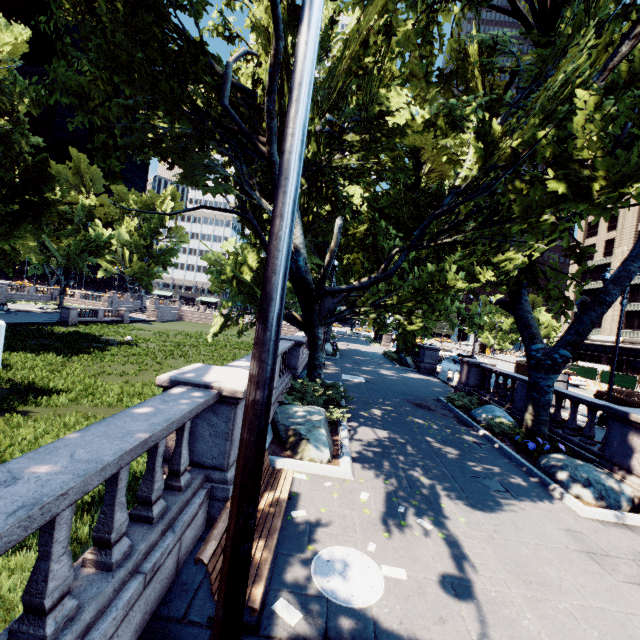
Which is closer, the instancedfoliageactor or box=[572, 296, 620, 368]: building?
the instancedfoliageactor

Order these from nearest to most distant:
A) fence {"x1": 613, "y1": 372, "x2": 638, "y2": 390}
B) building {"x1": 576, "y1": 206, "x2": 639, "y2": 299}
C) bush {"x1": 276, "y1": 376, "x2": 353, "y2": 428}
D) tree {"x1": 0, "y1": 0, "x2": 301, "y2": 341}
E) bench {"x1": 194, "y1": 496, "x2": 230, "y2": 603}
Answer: bench {"x1": 194, "y1": 496, "x2": 230, "y2": 603}, tree {"x1": 0, "y1": 0, "x2": 301, "y2": 341}, bush {"x1": 276, "y1": 376, "x2": 353, "y2": 428}, fence {"x1": 613, "y1": 372, "x2": 638, "y2": 390}, building {"x1": 576, "y1": 206, "x2": 639, "y2": 299}

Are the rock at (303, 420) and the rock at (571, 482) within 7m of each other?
yes

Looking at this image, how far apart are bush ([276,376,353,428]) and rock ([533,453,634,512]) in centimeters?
640cm

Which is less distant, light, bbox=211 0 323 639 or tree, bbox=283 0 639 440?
light, bbox=211 0 323 639

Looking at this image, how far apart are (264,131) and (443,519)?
14.2 meters

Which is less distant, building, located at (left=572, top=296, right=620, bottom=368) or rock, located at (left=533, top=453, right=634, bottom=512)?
rock, located at (left=533, top=453, right=634, bottom=512)

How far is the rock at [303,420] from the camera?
7.8 meters
